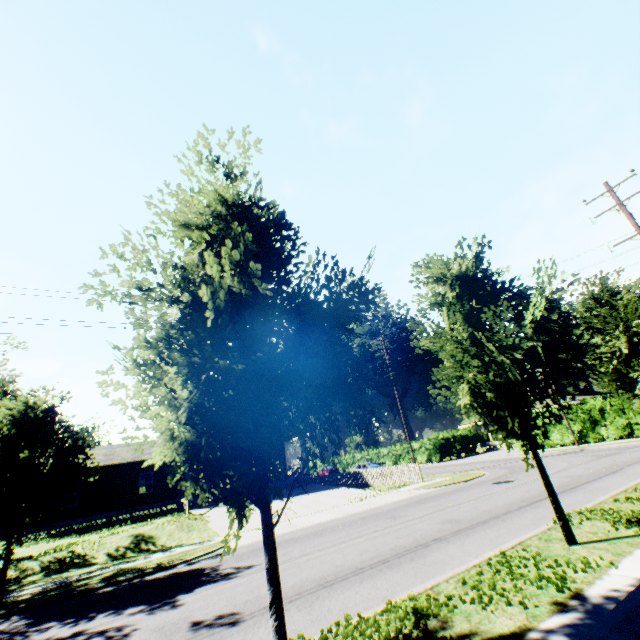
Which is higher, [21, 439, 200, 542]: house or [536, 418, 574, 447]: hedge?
[21, 439, 200, 542]: house

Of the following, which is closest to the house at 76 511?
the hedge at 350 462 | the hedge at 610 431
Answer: the hedge at 350 462

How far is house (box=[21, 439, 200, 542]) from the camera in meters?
23.5

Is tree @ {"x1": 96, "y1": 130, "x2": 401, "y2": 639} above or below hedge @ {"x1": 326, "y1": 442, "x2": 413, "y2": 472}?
above

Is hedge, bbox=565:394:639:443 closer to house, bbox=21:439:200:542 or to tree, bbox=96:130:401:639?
house, bbox=21:439:200:542

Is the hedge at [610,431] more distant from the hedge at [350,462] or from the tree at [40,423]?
the tree at [40,423]

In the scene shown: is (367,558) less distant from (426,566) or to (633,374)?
(426,566)

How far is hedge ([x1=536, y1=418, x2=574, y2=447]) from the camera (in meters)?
27.70
